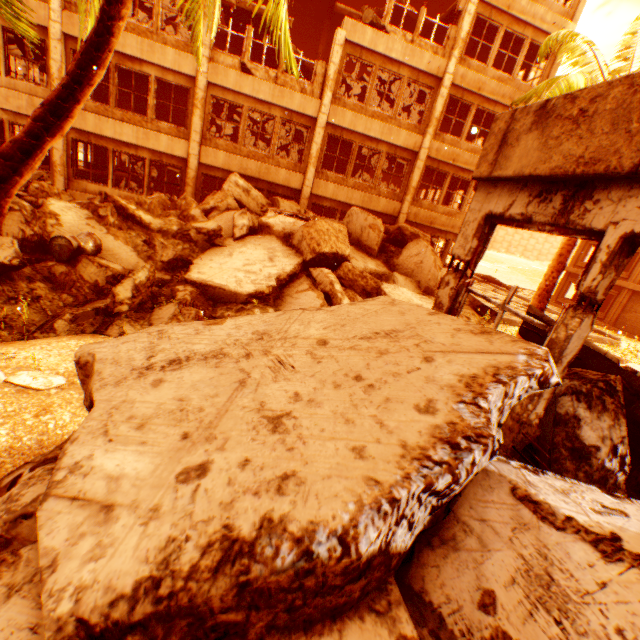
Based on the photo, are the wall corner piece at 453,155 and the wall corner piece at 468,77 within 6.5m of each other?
yes

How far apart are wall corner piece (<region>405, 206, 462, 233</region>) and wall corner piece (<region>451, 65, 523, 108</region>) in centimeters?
522cm

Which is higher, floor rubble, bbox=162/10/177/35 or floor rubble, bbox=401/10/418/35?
floor rubble, bbox=401/10/418/35

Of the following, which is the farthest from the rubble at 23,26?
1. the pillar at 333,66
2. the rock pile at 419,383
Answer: the pillar at 333,66

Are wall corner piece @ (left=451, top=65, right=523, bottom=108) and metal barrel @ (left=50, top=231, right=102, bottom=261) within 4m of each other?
no

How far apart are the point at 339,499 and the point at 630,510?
1.8 meters

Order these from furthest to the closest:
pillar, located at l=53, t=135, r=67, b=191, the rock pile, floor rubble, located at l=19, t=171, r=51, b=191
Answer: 1. pillar, located at l=53, t=135, r=67, b=191
2. floor rubble, located at l=19, t=171, r=51, b=191
3. the rock pile

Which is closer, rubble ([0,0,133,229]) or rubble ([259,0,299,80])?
rubble ([0,0,133,229])
